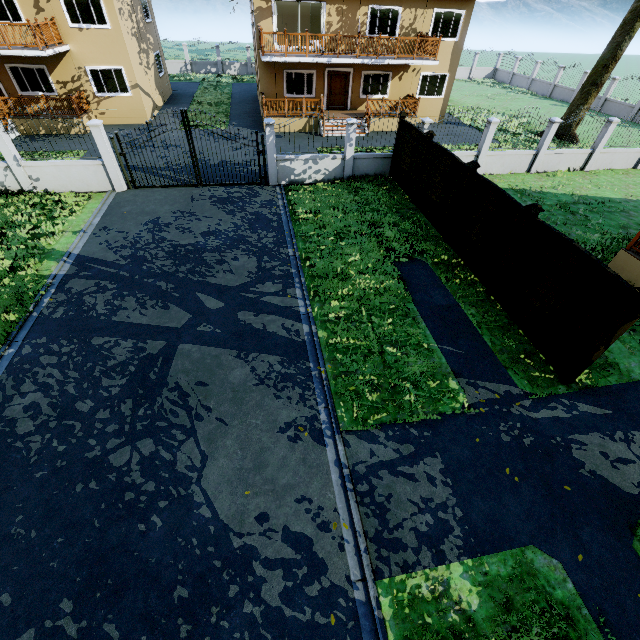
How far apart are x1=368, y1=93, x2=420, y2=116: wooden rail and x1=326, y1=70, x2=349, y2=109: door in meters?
2.0 m

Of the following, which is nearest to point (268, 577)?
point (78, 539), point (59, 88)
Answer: point (78, 539)

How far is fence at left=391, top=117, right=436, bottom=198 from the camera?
12.2 meters

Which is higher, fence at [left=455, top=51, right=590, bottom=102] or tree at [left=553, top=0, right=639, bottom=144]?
tree at [left=553, top=0, right=639, bottom=144]

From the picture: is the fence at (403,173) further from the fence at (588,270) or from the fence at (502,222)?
the fence at (588,270)

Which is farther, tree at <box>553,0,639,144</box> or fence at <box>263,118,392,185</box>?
tree at <box>553,0,639,144</box>

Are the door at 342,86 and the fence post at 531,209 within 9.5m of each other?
no

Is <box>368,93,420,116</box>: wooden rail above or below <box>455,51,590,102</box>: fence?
above
